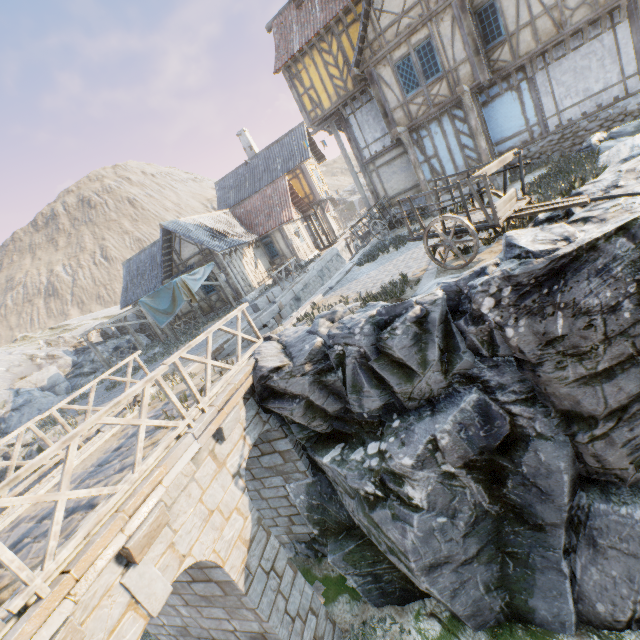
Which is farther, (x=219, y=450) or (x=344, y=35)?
(x=344, y=35)

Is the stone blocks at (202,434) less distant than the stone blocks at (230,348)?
Yes

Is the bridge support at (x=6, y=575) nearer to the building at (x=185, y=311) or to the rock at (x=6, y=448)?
the rock at (x=6, y=448)

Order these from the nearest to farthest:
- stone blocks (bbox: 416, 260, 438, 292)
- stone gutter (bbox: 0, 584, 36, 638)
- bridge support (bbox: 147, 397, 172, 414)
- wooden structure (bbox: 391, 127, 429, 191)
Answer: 1. stone gutter (bbox: 0, 584, 36, 638)
2. stone blocks (bbox: 416, 260, 438, 292)
3. bridge support (bbox: 147, 397, 172, 414)
4. wooden structure (bbox: 391, 127, 429, 191)

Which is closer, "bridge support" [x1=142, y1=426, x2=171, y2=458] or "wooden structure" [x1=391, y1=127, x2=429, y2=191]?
"bridge support" [x1=142, y1=426, x2=171, y2=458]

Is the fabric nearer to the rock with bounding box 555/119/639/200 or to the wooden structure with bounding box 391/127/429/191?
the rock with bounding box 555/119/639/200

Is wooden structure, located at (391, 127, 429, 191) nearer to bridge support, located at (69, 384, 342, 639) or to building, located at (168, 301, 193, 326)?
building, located at (168, 301, 193, 326)

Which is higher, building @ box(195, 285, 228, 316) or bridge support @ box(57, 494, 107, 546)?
building @ box(195, 285, 228, 316)
